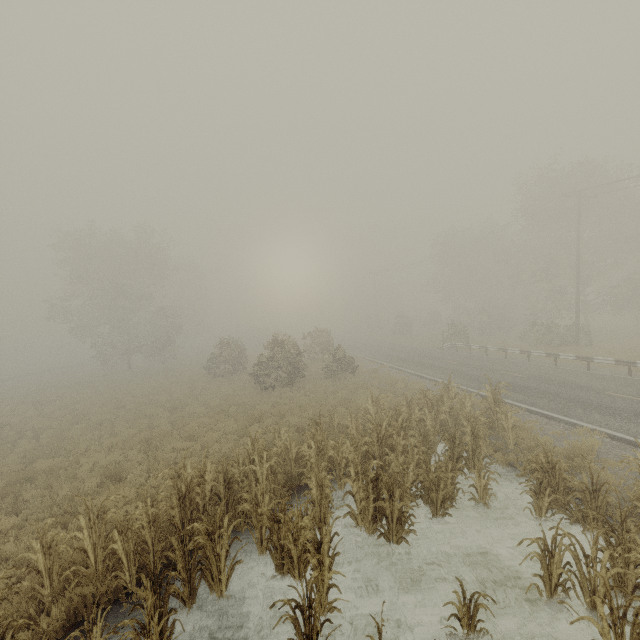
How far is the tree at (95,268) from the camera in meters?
33.5 m

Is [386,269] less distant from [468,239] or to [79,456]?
[468,239]

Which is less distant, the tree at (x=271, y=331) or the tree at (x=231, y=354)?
the tree at (x=271, y=331)

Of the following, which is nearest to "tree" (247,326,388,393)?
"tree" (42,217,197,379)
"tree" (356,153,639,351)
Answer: "tree" (356,153,639,351)

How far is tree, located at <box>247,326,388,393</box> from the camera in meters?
21.3

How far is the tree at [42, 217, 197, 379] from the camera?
33.5 meters

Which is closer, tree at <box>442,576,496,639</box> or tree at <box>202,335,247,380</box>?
tree at <box>442,576,496,639</box>

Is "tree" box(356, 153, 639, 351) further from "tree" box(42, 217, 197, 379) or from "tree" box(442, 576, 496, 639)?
"tree" box(42, 217, 197, 379)
